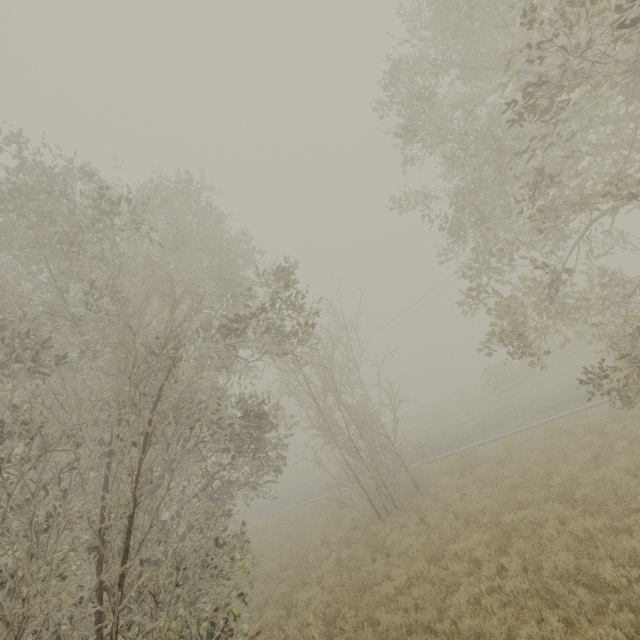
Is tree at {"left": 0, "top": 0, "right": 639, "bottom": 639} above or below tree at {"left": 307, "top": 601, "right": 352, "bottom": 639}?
above

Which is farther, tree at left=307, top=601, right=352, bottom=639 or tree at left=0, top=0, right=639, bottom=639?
tree at left=307, top=601, right=352, bottom=639

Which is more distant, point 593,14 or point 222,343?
point 222,343

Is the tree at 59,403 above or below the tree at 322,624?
above

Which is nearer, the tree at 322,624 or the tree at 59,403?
the tree at 59,403
